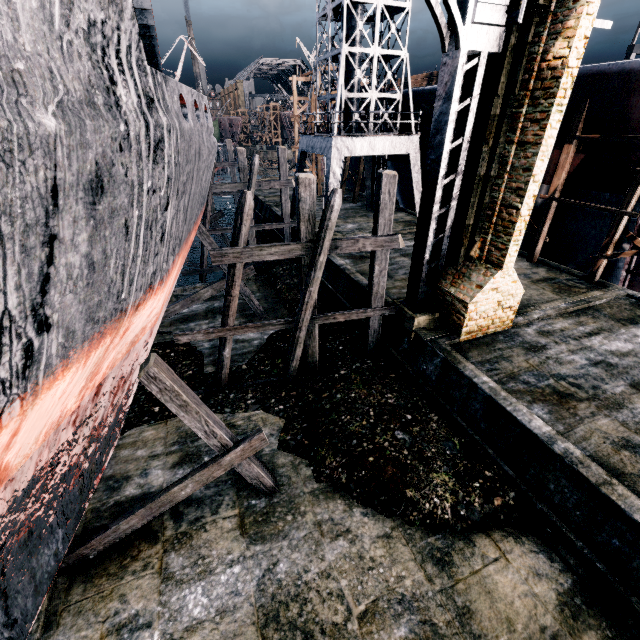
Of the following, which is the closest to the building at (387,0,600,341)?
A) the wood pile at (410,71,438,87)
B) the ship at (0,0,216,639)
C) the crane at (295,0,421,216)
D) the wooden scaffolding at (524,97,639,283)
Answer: the ship at (0,0,216,639)

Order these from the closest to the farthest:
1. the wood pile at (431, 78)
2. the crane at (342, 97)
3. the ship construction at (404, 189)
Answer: the crane at (342, 97), the ship construction at (404, 189), the wood pile at (431, 78)

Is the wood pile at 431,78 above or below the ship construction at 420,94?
above

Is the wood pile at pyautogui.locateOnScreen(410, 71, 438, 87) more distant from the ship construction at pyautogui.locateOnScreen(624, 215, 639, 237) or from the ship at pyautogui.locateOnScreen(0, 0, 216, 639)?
the ship at pyautogui.locateOnScreen(0, 0, 216, 639)

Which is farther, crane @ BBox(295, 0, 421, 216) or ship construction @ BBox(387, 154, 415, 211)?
ship construction @ BBox(387, 154, 415, 211)

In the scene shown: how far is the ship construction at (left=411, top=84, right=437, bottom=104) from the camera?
20.15m

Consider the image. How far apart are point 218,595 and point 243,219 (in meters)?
9.39

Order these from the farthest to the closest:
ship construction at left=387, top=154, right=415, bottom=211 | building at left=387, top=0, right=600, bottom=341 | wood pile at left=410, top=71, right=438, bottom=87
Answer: wood pile at left=410, top=71, right=438, bottom=87
ship construction at left=387, top=154, right=415, bottom=211
building at left=387, top=0, right=600, bottom=341
